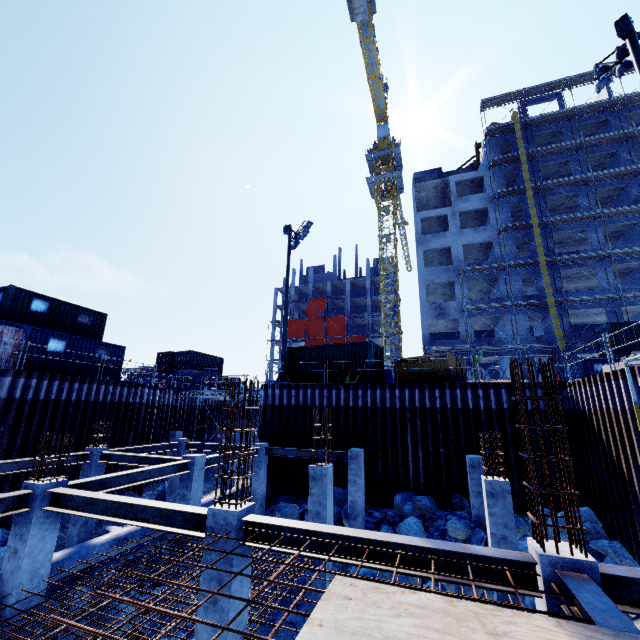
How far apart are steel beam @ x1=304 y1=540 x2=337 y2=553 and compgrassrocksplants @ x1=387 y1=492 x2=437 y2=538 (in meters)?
10.71

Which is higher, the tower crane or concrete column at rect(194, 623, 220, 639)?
the tower crane

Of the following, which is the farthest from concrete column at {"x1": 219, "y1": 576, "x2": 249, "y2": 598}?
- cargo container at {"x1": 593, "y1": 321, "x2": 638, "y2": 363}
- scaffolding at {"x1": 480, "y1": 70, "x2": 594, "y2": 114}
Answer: cargo container at {"x1": 593, "y1": 321, "x2": 638, "y2": 363}

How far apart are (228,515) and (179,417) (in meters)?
26.74

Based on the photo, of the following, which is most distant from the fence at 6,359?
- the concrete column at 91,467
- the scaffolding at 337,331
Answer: the scaffolding at 337,331

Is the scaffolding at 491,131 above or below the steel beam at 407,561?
above

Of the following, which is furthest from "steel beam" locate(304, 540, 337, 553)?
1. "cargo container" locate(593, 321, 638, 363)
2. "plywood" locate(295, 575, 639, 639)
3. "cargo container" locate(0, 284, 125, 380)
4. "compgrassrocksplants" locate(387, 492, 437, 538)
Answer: "cargo container" locate(593, 321, 638, 363)

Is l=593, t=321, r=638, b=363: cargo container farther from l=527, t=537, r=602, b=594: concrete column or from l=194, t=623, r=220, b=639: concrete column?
l=194, t=623, r=220, b=639: concrete column
